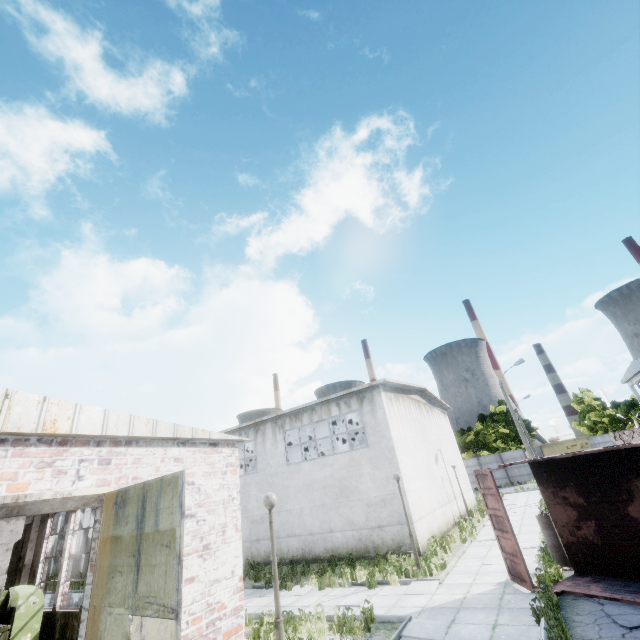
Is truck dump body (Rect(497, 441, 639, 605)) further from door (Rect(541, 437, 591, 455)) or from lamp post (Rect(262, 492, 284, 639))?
door (Rect(541, 437, 591, 455))

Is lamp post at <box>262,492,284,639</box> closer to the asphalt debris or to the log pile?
the asphalt debris

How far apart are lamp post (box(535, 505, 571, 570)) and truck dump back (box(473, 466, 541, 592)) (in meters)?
1.77

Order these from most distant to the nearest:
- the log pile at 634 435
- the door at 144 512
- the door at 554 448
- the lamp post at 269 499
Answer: the door at 554 448 → the log pile at 634 435 → the lamp post at 269 499 → the door at 144 512

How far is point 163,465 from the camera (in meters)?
7.42

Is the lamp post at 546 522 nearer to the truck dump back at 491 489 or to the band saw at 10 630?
the truck dump back at 491 489

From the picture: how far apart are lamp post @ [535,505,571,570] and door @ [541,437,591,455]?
43.7m

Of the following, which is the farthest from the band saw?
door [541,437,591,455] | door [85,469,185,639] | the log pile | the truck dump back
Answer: door [541,437,591,455]
